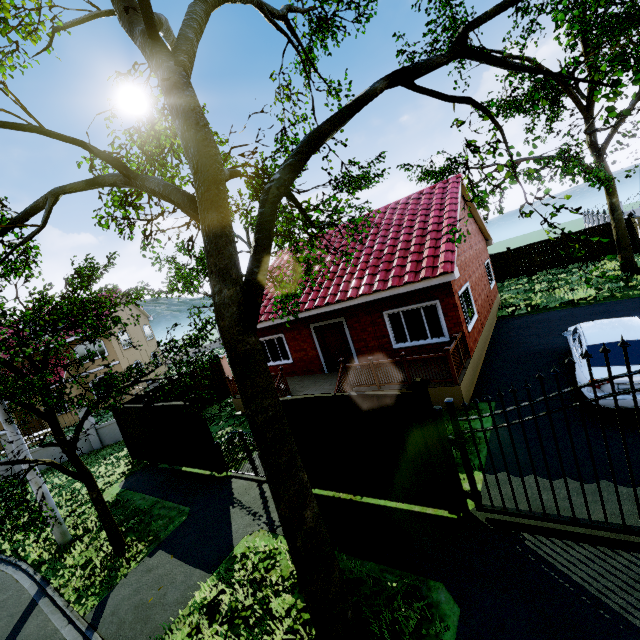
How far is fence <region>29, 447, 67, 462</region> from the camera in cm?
1638

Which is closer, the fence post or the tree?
the tree

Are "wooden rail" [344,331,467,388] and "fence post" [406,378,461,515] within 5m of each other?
yes

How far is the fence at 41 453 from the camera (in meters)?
16.38

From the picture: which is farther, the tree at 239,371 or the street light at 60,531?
the street light at 60,531

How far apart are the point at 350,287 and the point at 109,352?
23.5m

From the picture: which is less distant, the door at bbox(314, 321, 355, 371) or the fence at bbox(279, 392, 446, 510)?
the fence at bbox(279, 392, 446, 510)

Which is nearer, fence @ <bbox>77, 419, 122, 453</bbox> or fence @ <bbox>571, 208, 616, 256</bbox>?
fence @ <bbox>77, 419, 122, 453</bbox>
